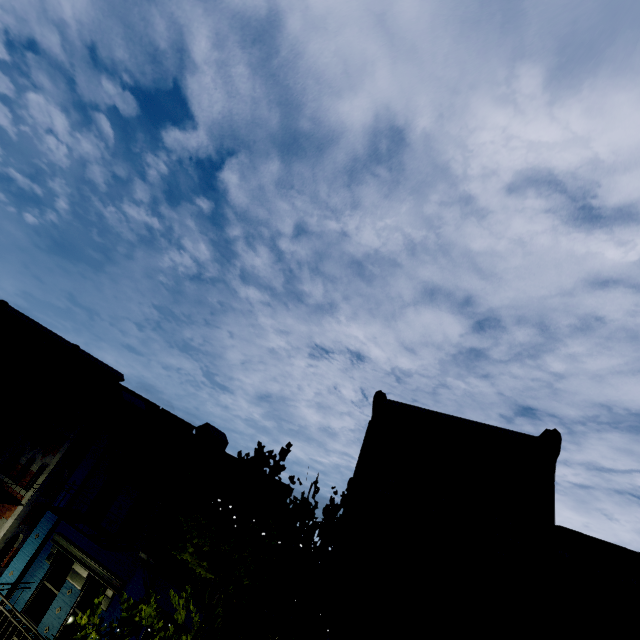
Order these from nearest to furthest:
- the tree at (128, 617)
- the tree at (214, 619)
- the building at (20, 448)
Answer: the tree at (128, 617) → the tree at (214, 619) → the building at (20, 448)

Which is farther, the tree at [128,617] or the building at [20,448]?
the building at [20,448]

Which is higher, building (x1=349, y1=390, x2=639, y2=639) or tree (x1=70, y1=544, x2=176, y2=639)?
building (x1=349, y1=390, x2=639, y2=639)

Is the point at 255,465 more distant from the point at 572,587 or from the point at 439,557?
the point at 572,587

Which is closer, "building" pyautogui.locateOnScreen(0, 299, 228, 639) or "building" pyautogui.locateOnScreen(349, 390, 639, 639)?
"building" pyautogui.locateOnScreen(349, 390, 639, 639)

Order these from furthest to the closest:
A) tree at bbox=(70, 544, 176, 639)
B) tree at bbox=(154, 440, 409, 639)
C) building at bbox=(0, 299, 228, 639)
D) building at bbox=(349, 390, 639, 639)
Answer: building at bbox=(0, 299, 228, 639) < building at bbox=(349, 390, 639, 639) < tree at bbox=(154, 440, 409, 639) < tree at bbox=(70, 544, 176, 639)

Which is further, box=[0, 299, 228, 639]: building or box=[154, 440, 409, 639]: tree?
box=[0, 299, 228, 639]: building
